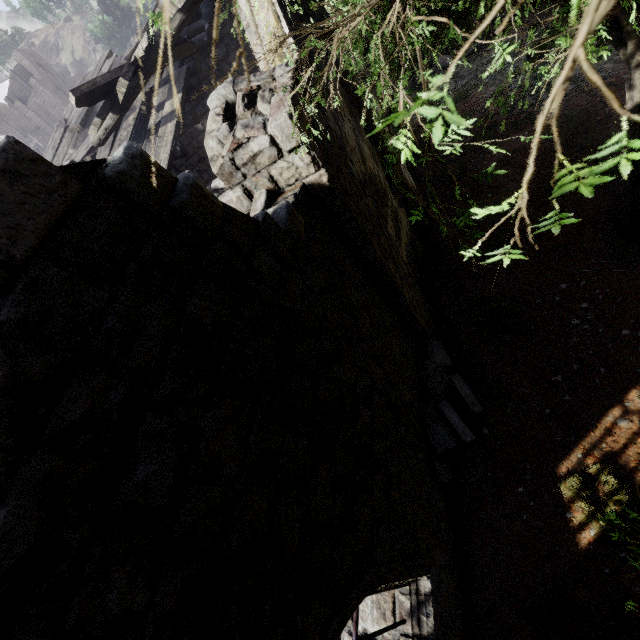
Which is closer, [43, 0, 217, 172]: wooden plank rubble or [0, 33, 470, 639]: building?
[0, 33, 470, 639]: building

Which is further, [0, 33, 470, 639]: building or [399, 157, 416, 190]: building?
[399, 157, 416, 190]: building

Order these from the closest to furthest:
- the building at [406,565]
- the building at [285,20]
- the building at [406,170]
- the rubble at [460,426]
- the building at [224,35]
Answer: the building at [406,565] → the building at [285,20] → the rubble at [460,426] → the building at [406,170] → the building at [224,35]

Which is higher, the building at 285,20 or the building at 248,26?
the building at 248,26

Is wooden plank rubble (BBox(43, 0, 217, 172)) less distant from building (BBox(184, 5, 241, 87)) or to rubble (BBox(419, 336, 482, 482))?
building (BBox(184, 5, 241, 87))

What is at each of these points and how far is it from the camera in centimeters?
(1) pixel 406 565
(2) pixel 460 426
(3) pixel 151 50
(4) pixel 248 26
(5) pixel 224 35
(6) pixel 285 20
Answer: (1) building, 385cm
(2) rubble, 591cm
(3) wooden plank rubble, 643cm
(4) building, 527cm
(5) building, 1080cm
(6) building, 500cm
